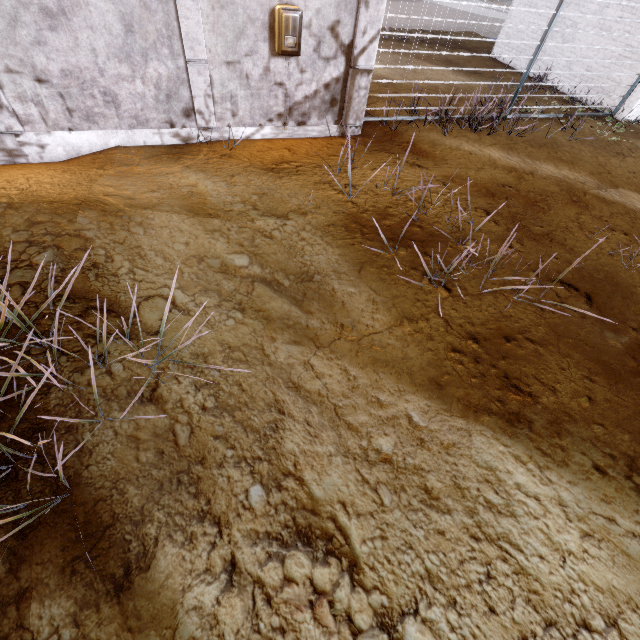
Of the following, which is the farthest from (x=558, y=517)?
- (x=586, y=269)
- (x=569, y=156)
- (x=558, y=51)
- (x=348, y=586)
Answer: (x=558, y=51)

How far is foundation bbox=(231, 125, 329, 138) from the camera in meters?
6.2 m

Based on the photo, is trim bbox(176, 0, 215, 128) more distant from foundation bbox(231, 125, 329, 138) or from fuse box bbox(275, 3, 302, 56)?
fuse box bbox(275, 3, 302, 56)

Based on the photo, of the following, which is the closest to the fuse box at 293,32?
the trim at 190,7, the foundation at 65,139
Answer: the trim at 190,7

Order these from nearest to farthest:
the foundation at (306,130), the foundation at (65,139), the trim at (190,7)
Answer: the trim at (190,7)
the foundation at (65,139)
the foundation at (306,130)

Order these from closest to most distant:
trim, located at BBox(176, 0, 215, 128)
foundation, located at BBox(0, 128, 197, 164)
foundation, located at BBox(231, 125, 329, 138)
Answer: trim, located at BBox(176, 0, 215, 128) → foundation, located at BBox(0, 128, 197, 164) → foundation, located at BBox(231, 125, 329, 138)

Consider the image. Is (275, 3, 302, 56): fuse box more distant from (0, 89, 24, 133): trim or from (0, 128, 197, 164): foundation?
(0, 128, 197, 164): foundation

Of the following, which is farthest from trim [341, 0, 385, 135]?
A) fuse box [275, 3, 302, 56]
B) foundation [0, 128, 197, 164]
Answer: fuse box [275, 3, 302, 56]
